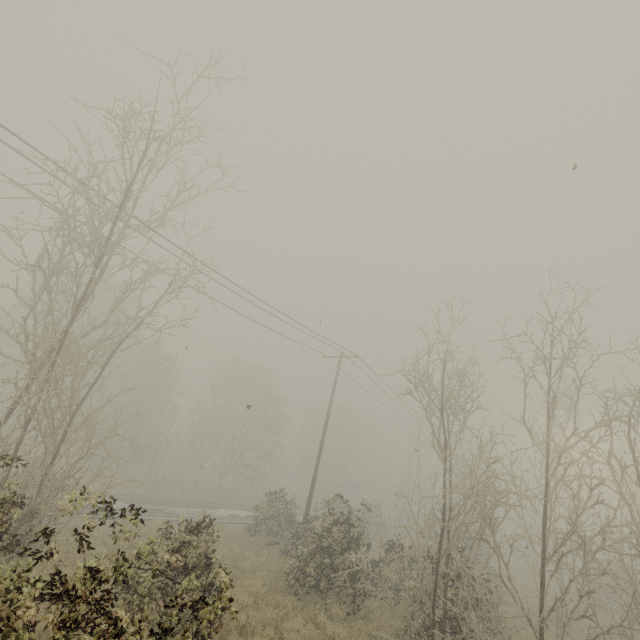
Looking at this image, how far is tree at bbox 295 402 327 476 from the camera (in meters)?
51.72

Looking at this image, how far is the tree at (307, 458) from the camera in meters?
51.7 m

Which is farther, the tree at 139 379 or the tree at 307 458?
the tree at 307 458

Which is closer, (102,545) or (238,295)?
(102,545)

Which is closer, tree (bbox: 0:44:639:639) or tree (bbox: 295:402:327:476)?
tree (bbox: 0:44:639:639)
